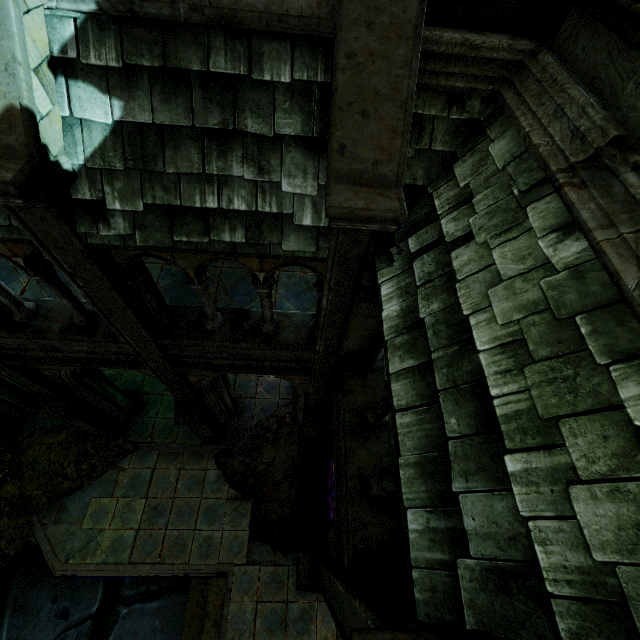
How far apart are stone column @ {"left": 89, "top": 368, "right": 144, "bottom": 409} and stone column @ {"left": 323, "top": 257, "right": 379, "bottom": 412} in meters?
5.9 m

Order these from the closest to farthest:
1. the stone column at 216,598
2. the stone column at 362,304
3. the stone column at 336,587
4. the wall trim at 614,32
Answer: the stone column at 336,587 < the wall trim at 614,32 < the stone column at 362,304 < the stone column at 216,598

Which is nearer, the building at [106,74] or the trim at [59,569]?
the building at [106,74]

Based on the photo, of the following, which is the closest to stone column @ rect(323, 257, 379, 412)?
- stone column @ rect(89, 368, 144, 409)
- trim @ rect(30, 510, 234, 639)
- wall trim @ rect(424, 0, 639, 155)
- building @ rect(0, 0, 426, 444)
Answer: building @ rect(0, 0, 426, 444)

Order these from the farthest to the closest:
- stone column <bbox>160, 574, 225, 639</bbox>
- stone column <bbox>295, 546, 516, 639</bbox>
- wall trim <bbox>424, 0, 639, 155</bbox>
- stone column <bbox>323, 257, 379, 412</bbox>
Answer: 1. stone column <bbox>160, 574, 225, 639</bbox>
2. stone column <bbox>323, 257, 379, 412</bbox>
3. wall trim <bbox>424, 0, 639, 155</bbox>
4. stone column <bbox>295, 546, 516, 639</bbox>

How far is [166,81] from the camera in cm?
313

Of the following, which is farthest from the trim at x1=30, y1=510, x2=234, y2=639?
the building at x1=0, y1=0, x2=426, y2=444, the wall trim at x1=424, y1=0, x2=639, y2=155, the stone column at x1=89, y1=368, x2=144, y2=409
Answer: the wall trim at x1=424, y1=0, x2=639, y2=155

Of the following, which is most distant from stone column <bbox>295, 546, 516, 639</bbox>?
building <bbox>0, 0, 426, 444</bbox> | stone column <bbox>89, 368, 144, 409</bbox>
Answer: stone column <bbox>89, 368, 144, 409</bbox>
